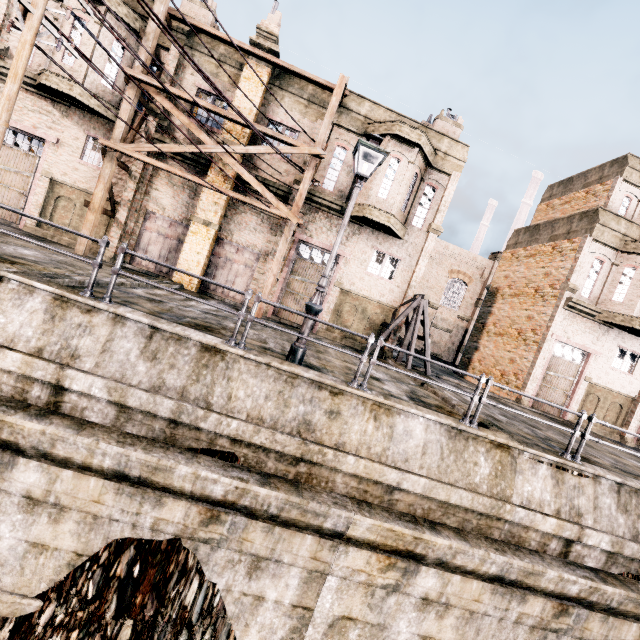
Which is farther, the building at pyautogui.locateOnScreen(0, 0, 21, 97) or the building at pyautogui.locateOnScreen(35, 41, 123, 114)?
the building at pyautogui.locateOnScreen(0, 0, 21, 97)

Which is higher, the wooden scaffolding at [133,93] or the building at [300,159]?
the building at [300,159]

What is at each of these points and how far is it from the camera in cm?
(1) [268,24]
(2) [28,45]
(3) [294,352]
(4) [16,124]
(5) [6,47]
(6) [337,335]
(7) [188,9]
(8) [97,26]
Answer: (1) building, 1560
(2) electric pole, 696
(3) street light, 780
(4) building, 1520
(5) building, 1487
(6) building, 1781
(7) building, 1720
(8) building, 1412

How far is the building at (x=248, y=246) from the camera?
16.0m

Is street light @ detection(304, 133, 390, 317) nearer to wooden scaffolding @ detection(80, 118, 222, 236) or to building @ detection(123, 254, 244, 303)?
wooden scaffolding @ detection(80, 118, 222, 236)

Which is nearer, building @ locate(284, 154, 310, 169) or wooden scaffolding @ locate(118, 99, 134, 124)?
wooden scaffolding @ locate(118, 99, 134, 124)

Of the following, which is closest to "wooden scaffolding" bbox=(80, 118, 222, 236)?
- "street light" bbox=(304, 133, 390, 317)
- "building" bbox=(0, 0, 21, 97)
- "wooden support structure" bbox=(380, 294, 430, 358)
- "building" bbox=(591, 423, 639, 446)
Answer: "building" bbox=(0, 0, 21, 97)
